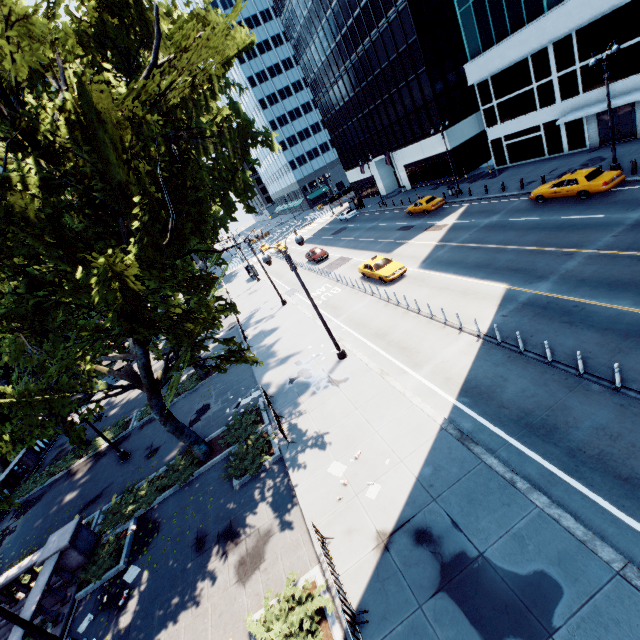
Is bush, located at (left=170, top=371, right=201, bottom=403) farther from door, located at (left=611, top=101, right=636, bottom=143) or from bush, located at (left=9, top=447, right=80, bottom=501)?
door, located at (left=611, top=101, right=636, bottom=143)

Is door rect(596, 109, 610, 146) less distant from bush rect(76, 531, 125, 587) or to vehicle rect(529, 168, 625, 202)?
vehicle rect(529, 168, 625, 202)

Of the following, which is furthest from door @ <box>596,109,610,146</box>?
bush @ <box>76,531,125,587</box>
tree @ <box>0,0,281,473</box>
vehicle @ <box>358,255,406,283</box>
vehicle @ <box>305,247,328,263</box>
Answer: bush @ <box>76,531,125,587</box>

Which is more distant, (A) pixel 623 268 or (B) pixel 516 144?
(B) pixel 516 144

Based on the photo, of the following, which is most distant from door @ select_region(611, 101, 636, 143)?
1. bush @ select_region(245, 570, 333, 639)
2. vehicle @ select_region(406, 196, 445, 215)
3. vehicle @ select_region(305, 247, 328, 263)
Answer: bush @ select_region(245, 570, 333, 639)

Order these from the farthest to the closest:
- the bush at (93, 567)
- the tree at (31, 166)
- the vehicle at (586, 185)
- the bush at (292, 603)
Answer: the vehicle at (586, 185), the bush at (93, 567), the tree at (31, 166), the bush at (292, 603)

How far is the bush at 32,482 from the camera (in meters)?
22.88

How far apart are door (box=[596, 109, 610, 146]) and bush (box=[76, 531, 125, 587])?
41.7m
